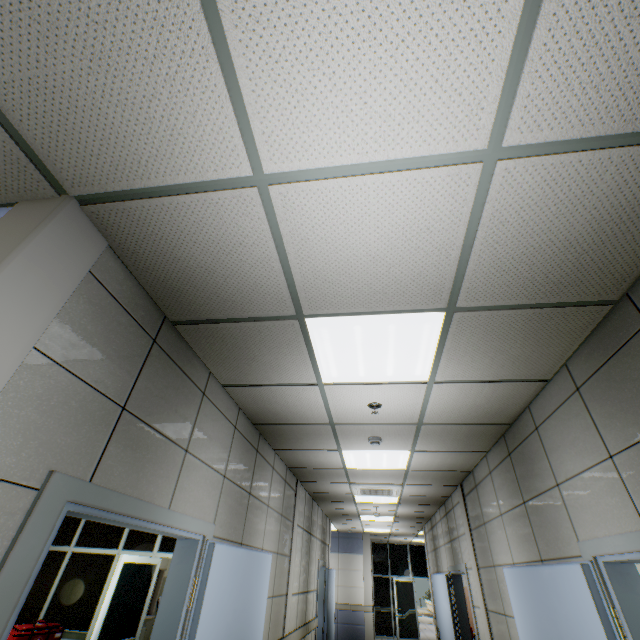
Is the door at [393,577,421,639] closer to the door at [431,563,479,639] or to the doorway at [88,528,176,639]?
the door at [431,563,479,639]

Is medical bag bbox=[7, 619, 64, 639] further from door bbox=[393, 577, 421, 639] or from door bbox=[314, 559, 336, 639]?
door bbox=[393, 577, 421, 639]

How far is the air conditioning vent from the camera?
6.0m

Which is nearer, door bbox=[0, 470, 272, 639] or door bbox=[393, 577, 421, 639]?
door bbox=[0, 470, 272, 639]

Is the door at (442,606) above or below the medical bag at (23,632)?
above

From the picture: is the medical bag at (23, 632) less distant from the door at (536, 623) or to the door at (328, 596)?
the door at (328, 596)

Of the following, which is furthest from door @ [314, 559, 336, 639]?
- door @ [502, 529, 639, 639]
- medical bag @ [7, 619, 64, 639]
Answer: door @ [502, 529, 639, 639]

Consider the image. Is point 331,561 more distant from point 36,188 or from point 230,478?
point 36,188
